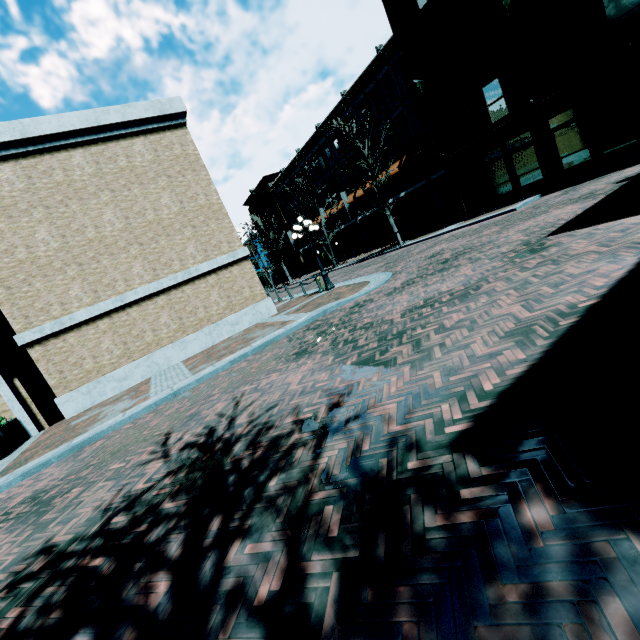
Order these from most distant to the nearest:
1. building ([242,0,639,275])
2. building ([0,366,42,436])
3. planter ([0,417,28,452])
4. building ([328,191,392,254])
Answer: building ([328,191,392,254]), building ([242,0,639,275]), building ([0,366,42,436]), planter ([0,417,28,452])

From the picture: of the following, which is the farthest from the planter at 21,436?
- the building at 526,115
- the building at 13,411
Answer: the building at 526,115

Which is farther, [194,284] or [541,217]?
[194,284]

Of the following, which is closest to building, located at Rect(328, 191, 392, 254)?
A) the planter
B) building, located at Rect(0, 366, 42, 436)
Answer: building, located at Rect(0, 366, 42, 436)

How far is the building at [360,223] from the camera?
32.2 meters

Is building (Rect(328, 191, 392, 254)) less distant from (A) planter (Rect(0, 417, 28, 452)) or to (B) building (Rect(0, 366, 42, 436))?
(B) building (Rect(0, 366, 42, 436))

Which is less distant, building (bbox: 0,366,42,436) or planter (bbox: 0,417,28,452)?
planter (bbox: 0,417,28,452)
